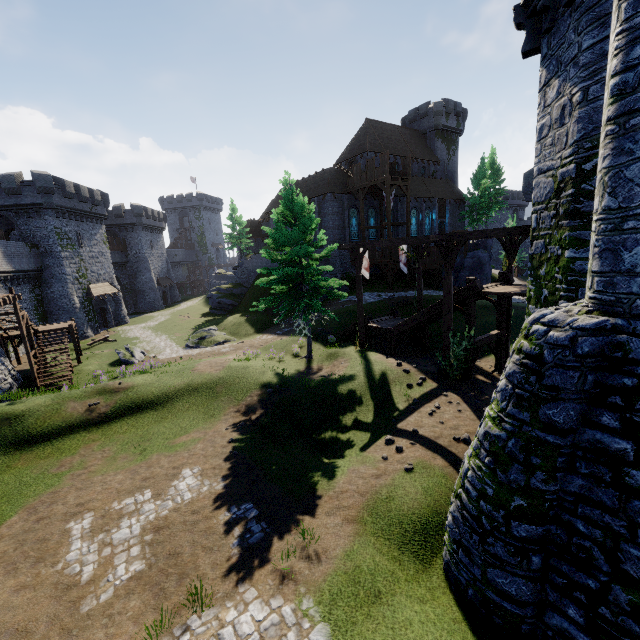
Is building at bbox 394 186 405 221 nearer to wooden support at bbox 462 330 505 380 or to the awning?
the awning

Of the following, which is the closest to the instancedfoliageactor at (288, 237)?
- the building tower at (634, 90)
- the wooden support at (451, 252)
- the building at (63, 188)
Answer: the wooden support at (451, 252)

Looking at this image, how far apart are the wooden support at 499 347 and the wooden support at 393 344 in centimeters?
447cm

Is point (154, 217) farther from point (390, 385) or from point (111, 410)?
point (390, 385)

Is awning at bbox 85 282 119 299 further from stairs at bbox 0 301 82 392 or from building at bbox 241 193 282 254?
building at bbox 241 193 282 254

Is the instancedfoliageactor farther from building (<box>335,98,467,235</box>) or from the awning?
the awning

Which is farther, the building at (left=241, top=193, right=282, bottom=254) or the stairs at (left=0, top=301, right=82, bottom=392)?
the building at (left=241, top=193, right=282, bottom=254)

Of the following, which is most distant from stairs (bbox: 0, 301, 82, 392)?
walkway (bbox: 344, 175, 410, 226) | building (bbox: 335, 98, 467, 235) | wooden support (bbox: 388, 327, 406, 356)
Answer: walkway (bbox: 344, 175, 410, 226)
